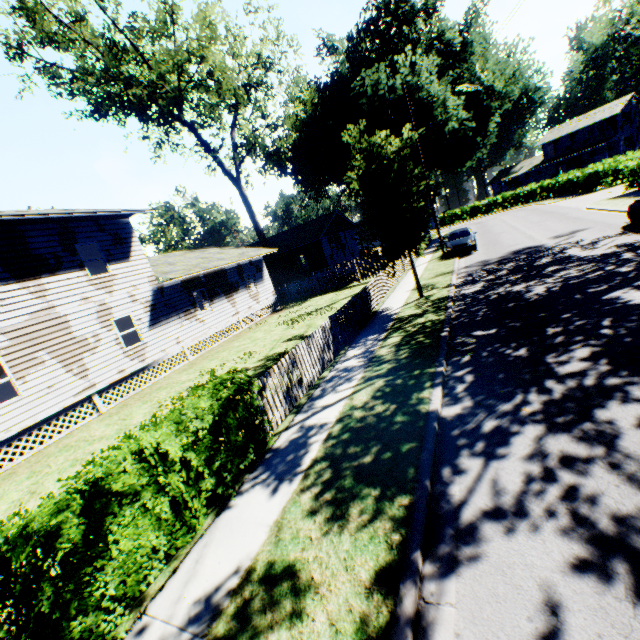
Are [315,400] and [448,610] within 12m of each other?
yes

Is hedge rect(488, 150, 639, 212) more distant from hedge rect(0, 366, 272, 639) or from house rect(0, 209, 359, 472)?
hedge rect(0, 366, 272, 639)

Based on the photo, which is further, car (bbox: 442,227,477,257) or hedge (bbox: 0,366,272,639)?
car (bbox: 442,227,477,257)

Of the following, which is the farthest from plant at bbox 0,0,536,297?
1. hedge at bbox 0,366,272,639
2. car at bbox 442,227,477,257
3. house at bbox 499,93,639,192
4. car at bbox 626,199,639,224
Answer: house at bbox 499,93,639,192

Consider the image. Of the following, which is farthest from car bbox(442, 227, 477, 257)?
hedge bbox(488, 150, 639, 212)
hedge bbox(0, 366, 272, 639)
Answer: hedge bbox(0, 366, 272, 639)

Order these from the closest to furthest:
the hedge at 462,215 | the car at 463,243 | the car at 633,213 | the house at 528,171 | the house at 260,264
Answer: the house at 260,264 < the car at 633,213 < the car at 463,243 < the house at 528,171 < the hedge at 462,215

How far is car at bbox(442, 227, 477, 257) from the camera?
21.2 meters

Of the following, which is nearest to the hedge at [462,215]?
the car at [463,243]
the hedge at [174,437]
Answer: the car at [463,243]
